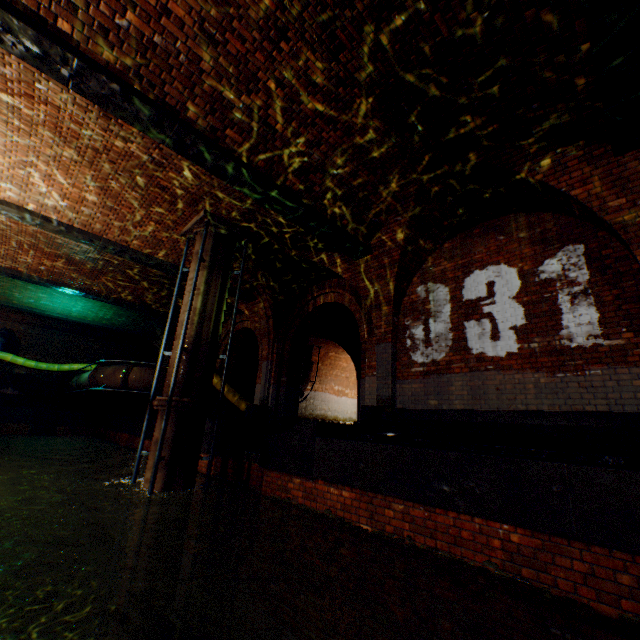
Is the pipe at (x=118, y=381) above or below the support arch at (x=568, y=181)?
below

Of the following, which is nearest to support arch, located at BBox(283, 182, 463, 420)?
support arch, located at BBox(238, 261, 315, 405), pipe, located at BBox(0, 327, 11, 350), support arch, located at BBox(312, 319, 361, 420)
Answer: support arch, located at BBox(238, 261, 315, 405)

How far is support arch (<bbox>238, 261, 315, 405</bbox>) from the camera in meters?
10.3

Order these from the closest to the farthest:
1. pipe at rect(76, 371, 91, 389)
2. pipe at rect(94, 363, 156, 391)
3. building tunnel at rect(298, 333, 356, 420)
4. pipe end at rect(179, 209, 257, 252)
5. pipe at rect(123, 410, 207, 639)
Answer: pipe at rect(123, 410, 207, 639)
pipe end at rect(179, 209, 257, 252)
pipe at rect(94, 363, 156, 391)
pipe at rect(76, 371, 91, 389)
building tunnel at rect(298, 333, 356, 420)

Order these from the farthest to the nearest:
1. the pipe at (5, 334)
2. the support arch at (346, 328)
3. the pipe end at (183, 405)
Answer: the pipe at (5, 334), the support arch at (346, 328), the pipe end at (183, 405)

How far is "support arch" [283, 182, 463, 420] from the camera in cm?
687

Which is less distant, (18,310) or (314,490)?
(314,490)

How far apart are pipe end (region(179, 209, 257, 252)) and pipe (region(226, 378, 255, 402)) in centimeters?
600cm
